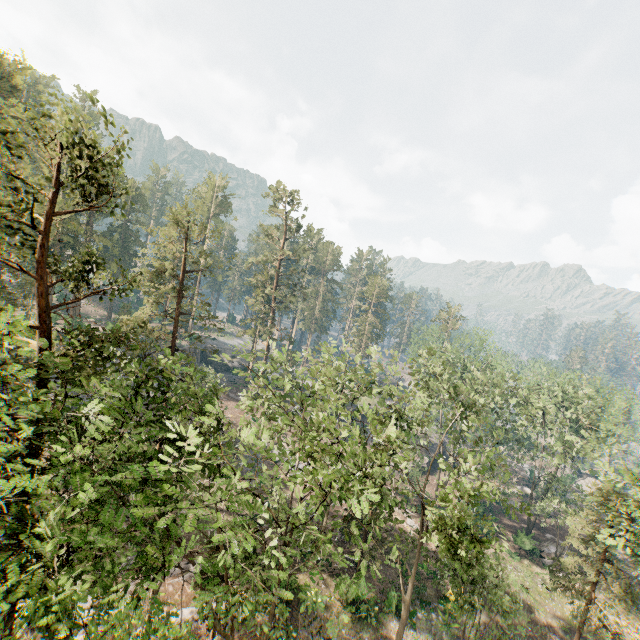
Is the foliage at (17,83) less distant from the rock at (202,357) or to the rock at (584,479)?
the rock at (202,357)

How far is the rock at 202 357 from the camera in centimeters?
5428cm

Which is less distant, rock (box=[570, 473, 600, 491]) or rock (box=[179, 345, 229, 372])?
rock (box=[570, 473, 600, 491])

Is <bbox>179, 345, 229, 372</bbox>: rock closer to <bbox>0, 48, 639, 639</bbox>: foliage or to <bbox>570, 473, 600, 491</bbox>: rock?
<bbox>0, 48, 639, 639</bbox>: foliage

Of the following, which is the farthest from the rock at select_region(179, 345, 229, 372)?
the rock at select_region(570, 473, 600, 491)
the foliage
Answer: the rock at select_region(570, 473, 600, 491)

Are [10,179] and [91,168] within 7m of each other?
yes
